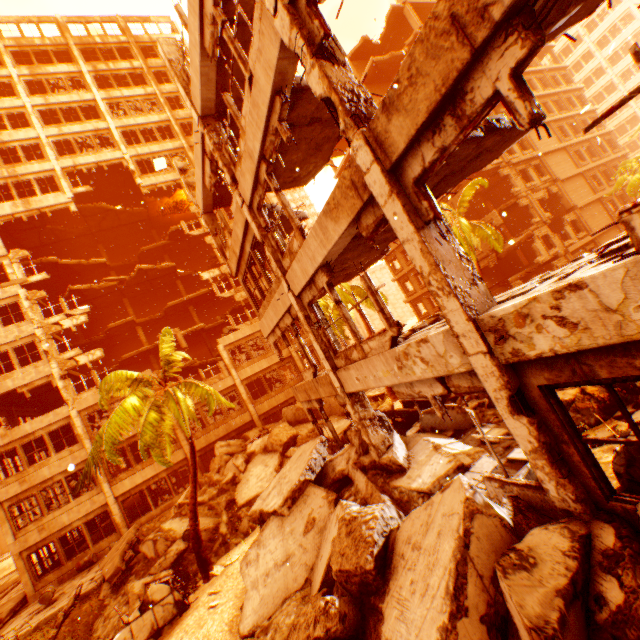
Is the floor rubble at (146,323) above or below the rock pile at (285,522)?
above

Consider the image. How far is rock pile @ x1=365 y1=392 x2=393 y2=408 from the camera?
17.1 meters

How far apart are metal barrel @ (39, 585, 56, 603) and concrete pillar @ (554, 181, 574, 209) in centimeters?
4618cm

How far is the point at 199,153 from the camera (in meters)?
11.14

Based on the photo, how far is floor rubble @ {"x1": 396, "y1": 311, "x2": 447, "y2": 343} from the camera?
6.5 meters

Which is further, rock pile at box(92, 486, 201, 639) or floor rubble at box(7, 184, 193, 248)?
floor rubble at box(7, 184, 193, 248)

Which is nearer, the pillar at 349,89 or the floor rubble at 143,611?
the pillar at 349,89

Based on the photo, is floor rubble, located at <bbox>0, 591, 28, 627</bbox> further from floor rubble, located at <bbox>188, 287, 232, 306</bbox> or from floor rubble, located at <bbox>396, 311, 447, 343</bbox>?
floor rubble, located at <bbox>396, 311, 447, 343</bbox>
